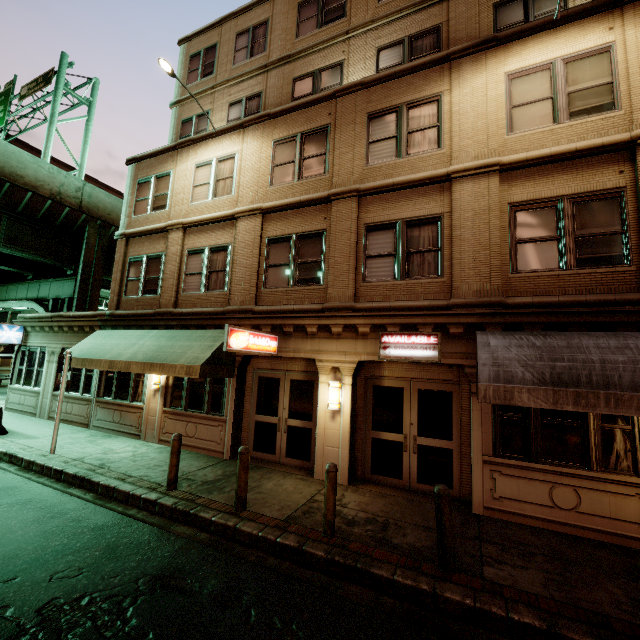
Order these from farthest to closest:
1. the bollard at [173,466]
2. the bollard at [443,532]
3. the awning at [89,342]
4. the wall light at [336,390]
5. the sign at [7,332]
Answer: the sign at [7,332] → the awning at [89,342] → the wall light at [336,390] → the bollard at [173,466] → the bollard at [443,532]

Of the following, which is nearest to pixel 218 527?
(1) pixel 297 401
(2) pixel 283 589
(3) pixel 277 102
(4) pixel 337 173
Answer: (2) pixel 283 589

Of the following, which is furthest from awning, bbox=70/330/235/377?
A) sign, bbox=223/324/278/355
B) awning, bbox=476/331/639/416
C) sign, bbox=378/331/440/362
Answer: awning, bbox=476/331/639/416

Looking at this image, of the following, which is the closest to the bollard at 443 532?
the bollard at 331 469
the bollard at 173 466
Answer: the bollard at 331 469

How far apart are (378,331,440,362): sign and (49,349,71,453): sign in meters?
9.4 m

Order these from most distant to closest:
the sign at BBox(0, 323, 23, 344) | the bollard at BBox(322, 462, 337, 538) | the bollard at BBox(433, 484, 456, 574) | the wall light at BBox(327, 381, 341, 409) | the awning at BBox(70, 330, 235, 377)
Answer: the sign at BBox(0, 323, 23, 344) < the awning at BBox(70, 330, 235, 377) < the wall light at BBox(327, 381, 341, 409) < the bollard at BBox(322, 462, 337, 538) < the bollard at BBox(433, 484, 456, 574)

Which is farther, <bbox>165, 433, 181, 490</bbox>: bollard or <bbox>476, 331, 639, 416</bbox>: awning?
<bbox>165, 433, 181, 490</bbox>: bollard

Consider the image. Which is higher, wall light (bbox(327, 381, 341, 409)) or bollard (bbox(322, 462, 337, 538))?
wall light (bbox(327, 381, 341, 409))
